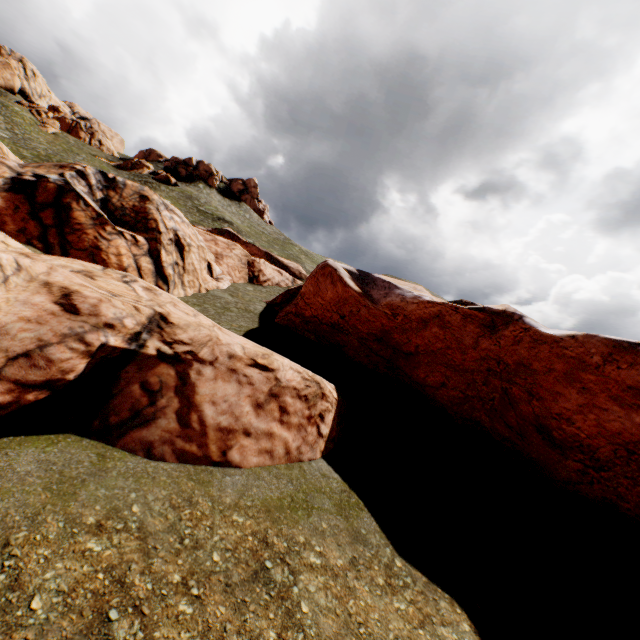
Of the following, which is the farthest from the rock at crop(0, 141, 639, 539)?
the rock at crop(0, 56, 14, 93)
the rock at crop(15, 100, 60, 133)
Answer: the rock at crop(15, 100, 60, 133)

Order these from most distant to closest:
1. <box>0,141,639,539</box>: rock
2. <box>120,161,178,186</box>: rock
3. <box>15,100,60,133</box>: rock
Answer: <box>120,161,178,186</box>: rock → <box>15,100,60,133</box>: rock → <box>0,141,639,539</box>: rock

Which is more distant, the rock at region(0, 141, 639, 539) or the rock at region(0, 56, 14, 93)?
the rock at region(0, 56, 14, 93)

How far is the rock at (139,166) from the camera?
57.09m

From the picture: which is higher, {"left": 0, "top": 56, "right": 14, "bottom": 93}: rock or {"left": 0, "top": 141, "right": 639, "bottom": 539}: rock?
{"left": 0, "top": 56, "right": 14, "bottom": 93}: rock

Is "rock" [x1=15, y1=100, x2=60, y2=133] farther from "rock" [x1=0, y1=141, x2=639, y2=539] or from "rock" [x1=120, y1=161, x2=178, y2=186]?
"rock" [x1=0, y1=141, x2=639, y2=539]

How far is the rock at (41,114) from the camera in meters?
54.7

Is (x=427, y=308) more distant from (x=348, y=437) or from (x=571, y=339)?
(x=348, y=437)
